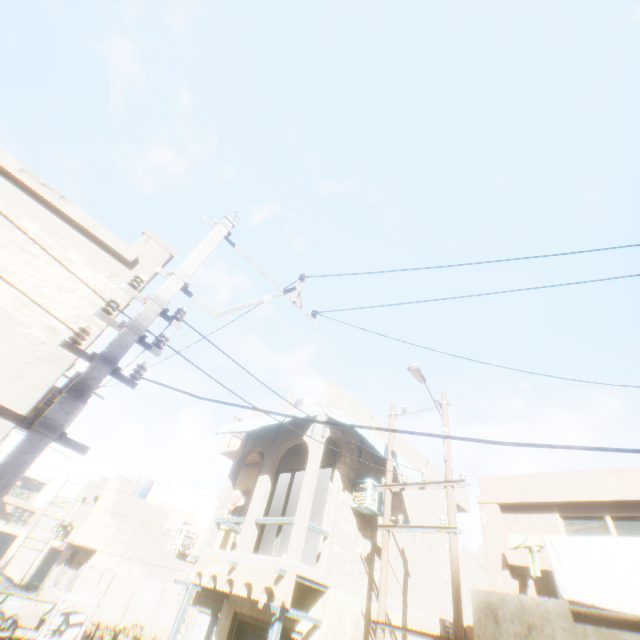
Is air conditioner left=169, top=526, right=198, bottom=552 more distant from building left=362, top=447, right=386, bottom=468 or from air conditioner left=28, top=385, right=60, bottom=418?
air conditioner left=28, top=385, right=60, bottom=418

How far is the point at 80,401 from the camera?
2.7 meters

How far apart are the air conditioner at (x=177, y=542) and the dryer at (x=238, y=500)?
1.42m

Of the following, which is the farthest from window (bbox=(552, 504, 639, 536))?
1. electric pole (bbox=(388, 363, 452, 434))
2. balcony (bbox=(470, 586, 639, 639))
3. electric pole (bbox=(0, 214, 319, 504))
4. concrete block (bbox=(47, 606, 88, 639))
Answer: concrete block (bbox=(47, 606, 88, 639))

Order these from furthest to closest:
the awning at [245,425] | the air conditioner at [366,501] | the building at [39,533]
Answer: the building at [39,533] < the awning at [245,425] < the air conditioner at [366,501]

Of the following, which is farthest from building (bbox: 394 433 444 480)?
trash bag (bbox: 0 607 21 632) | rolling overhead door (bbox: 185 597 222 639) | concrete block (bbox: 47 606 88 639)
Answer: trash bag (bbox: 0 607 21 632)

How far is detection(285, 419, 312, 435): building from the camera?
11.11m

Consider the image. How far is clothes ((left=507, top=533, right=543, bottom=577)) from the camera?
7.6 meters
